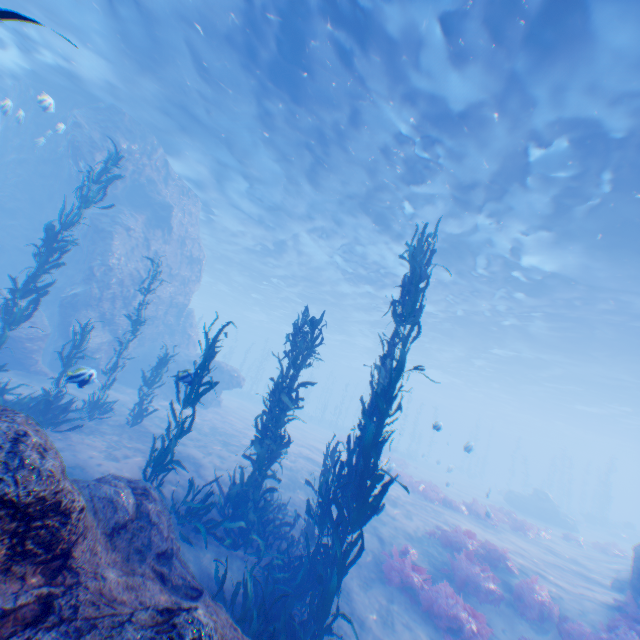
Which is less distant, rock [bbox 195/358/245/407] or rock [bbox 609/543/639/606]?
rock [bbox 609/543/639/606]

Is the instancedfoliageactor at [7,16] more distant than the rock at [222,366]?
No

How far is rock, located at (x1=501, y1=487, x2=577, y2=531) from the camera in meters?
25.3

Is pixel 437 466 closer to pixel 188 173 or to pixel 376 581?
pixel 376 581

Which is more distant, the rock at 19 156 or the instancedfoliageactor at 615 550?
the instancedfoliageactor at 615 550

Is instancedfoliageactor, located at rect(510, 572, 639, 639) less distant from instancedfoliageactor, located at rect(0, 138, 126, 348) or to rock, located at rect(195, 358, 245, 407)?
rock, located at rect(195, 358, 245, 407)

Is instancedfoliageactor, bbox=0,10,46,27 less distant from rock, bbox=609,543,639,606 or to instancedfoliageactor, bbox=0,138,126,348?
rock, bbox=609,543,639,606

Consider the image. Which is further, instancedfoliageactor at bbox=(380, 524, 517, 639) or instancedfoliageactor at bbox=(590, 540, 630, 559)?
instancedfoliageactor at bbox=(590, 540, 630, 559)
